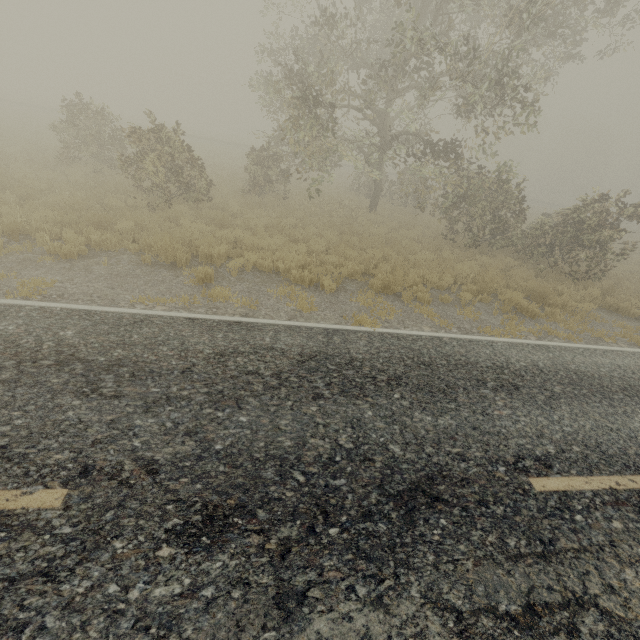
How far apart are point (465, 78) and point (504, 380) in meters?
9.1 m
